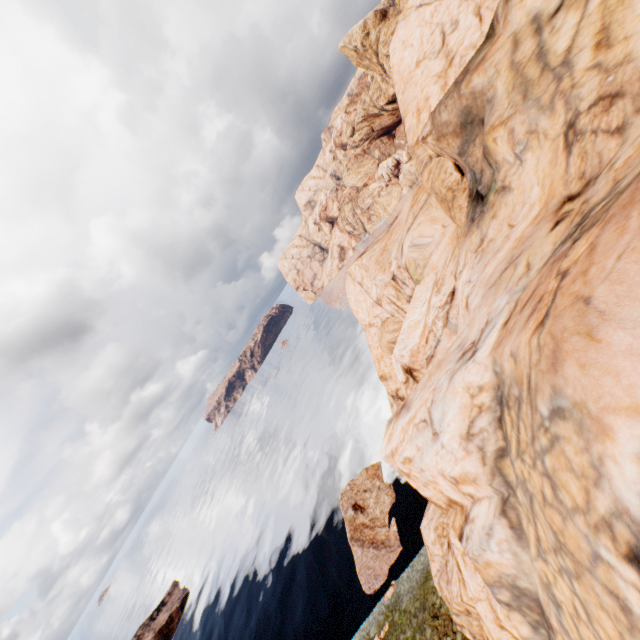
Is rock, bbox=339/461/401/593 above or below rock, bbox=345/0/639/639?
below

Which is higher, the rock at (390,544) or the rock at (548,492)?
the rock at (548,492)

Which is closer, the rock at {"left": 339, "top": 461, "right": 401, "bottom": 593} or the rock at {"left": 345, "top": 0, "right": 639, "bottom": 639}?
the rock at {"left": 345, "top": 0, "right": 639, "bottom": 639}

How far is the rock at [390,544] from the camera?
33.56m

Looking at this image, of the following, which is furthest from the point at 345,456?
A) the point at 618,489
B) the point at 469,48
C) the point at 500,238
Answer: the point at 618,489

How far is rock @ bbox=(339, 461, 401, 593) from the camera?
33.6 meters
